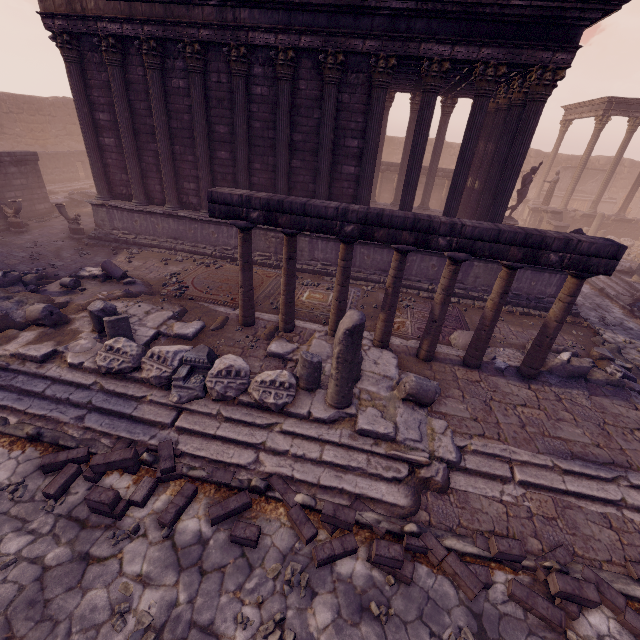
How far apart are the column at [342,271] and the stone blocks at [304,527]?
3.5 meters

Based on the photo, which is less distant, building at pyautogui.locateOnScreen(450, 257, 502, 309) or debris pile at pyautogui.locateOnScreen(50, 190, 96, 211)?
building at pyautogui.locateOnScreen(450, 257, 502, 309)

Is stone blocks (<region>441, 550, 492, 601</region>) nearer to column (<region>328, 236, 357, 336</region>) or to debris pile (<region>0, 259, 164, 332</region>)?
column (<region>328, 236, 357, 336</region>)

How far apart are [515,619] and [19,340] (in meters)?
9.41

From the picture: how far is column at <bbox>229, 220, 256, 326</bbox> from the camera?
6.7m

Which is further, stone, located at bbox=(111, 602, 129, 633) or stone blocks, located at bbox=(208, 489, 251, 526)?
stone blocks, located at bbox=(208, 489, 251, 526)

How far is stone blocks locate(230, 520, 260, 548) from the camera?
4.10m

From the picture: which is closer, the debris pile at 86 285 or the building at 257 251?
the debris pile at 86 285
